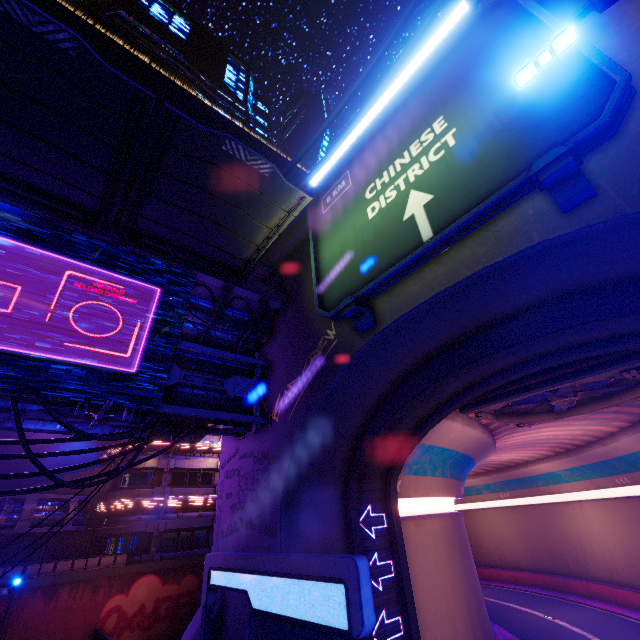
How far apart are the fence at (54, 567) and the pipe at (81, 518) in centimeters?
2cm

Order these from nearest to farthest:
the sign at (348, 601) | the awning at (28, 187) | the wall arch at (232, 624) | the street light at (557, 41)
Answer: the street light at (557, 41)
the sign at (348, 601)
the awning at (28, 187)
the wall arch at (232, 624)

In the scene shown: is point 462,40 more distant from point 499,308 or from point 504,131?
point 499,308

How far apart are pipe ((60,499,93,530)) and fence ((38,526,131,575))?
0.0m

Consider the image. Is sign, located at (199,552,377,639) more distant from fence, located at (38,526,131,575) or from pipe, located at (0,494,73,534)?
fence, located at (38,526,131,575)

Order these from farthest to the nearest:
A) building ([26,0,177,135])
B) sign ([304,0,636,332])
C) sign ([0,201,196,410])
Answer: building ([26,0,177,135]) < sign ([0,201,196,410]) < sign ([304,0,636,332])

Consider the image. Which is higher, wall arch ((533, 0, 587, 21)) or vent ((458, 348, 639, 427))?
wall arch ((533, 0, 587, 21))

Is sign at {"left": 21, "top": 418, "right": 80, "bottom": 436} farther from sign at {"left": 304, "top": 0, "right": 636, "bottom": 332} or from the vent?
the vent
